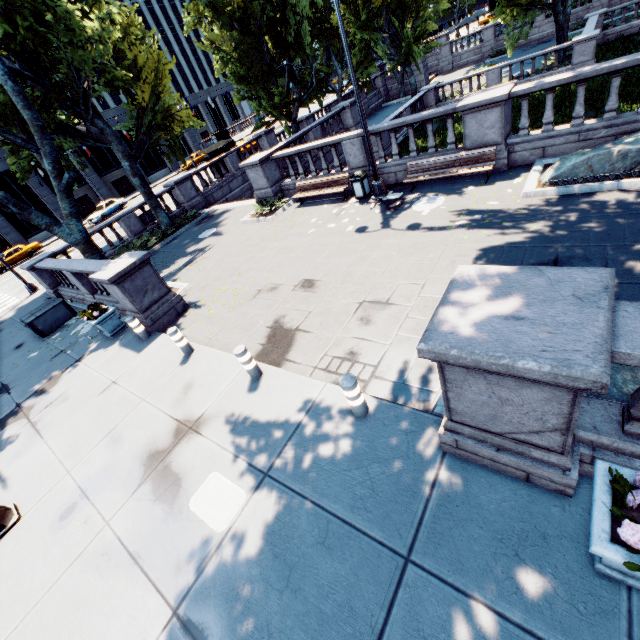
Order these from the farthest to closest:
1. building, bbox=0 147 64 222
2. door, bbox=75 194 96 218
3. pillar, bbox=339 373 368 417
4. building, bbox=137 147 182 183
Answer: building, bbox=137 147 182 183, door, bbox=75 194 96 218, building, bbox=0 147 64 222, pillar, bbox=339 373 368 417

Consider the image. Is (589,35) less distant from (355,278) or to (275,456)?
(355,278)

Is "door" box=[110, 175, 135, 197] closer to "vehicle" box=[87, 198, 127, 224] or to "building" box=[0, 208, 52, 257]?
"building" box=[0, 208, 52, 257]

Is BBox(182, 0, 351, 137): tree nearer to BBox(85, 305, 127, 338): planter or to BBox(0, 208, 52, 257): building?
BBox(85, 305, 127, 338): planter

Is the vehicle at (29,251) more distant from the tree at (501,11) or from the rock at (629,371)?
the rock at (629,371)

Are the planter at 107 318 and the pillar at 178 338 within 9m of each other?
yes

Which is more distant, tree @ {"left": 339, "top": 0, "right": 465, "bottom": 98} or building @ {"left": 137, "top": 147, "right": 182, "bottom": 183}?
building @ {"left": 137, "top": 147, "right": 182, "bottom": 183}

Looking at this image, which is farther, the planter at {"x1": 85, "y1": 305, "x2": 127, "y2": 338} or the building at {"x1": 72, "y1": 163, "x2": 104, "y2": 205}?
the building at {"x1": 72, "y1": 163, "x2": 104, "y2": 205}
